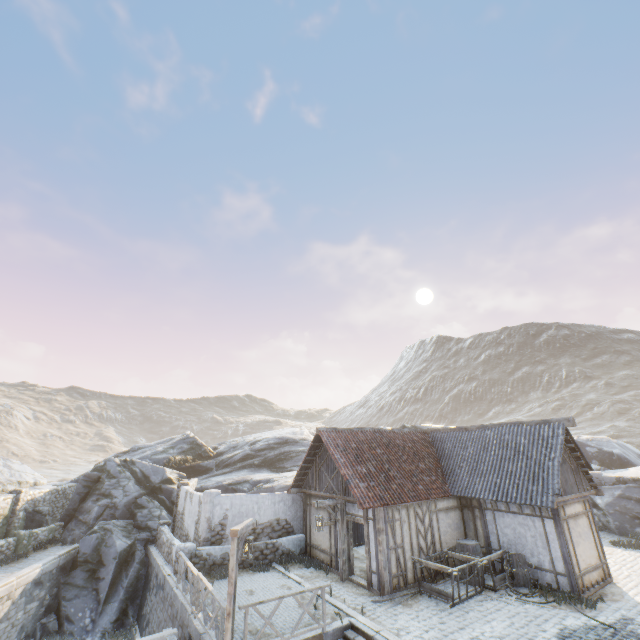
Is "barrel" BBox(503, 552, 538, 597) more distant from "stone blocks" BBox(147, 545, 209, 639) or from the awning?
the awning

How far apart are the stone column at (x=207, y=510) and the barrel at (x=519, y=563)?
12.5 meters

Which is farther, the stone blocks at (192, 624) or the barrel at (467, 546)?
the barrel at (467, 546)

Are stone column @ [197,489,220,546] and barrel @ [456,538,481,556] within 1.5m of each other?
no

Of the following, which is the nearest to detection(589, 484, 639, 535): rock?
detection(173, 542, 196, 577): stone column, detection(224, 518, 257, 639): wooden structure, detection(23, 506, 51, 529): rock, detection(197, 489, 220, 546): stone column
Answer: detection(23, 506, 51, 529): rock

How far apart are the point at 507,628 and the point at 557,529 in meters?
4.4 m

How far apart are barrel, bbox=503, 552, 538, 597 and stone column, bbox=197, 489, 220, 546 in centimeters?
1252cm

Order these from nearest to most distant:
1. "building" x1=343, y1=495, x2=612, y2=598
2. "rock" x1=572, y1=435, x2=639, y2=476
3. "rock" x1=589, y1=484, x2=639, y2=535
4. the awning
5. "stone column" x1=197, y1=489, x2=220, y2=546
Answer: the awning
"building" x1=343, y1=495, x2=612, y2=598
"stone column" x1=197, y1=489, x2=220, y2=546
"rock" x1=589, y1=484, x2=639, y2=535
"rock" x1=572, y1=435, x2=639, y2=476
